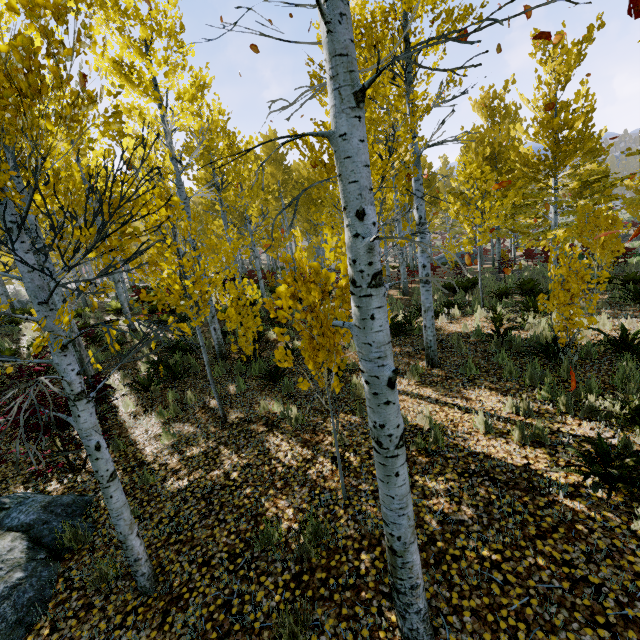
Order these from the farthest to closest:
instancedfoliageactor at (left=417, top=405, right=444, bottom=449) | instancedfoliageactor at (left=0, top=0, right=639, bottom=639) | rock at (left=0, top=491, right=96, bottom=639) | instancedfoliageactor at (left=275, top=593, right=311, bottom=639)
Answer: instancedfoliageactor at (left=417, top=405, right=444, bottom=449), rock at (left=0, top=491, right=96, bottom=639), instancedfoliageactor at (left=275, top=593, right=311, bottom=639), instancedfoliageactor at (left=0, top=0, right=639, bottom=639)

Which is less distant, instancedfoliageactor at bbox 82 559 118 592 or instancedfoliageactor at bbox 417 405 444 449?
Answer: instancedfoliageactor at bbox 82 559 118 592

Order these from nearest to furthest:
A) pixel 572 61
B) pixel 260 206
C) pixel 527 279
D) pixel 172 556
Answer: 1. pixel 172 556
2. pixel 572 61
3. pixel 527 279
4. pixel 260 206

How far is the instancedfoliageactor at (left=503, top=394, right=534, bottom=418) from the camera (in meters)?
4.94

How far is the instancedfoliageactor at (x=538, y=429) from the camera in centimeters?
437cm

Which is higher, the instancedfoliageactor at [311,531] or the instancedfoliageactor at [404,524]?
the instancedfoliageactor at [404,524]
